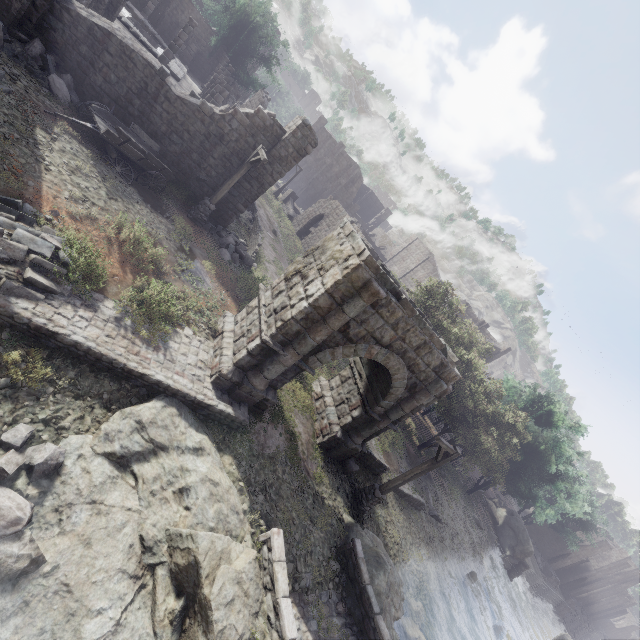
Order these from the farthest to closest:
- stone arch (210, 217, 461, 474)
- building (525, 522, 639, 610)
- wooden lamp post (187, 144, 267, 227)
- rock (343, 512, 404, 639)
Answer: building (525, 522, 639, 610), wooden lamp post (187, 144, 267, 227), rock (343, 512, 404, 639), stone arch (210, 217, 461, 474)

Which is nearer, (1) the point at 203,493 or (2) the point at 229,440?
(1) the point at 203,493

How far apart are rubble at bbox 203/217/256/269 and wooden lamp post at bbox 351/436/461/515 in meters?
12.3

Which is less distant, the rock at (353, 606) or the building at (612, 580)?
the rock at (353, 606)

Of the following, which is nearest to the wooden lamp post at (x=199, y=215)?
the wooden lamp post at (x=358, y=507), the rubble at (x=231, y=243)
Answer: the rubble at (x=231, y=243)

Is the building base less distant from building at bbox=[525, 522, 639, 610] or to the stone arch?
the stone arch

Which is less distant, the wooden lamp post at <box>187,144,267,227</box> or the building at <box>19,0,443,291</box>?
the building at <box>19,0,443,291</box>

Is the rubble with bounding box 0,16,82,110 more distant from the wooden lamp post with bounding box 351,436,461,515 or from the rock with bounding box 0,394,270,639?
the wooden lamp post with bounding box 351,436,461,515
